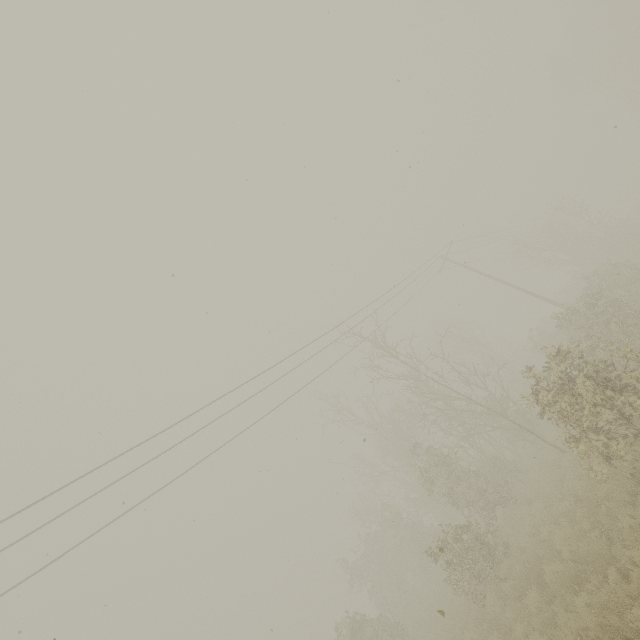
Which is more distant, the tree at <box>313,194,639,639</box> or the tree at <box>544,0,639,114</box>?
the tree at <box>544,0,639,114</box>

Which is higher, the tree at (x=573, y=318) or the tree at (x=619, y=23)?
the tree at (x=619, y=23)

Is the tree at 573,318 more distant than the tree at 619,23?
No

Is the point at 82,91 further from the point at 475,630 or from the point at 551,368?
the point at 475,630

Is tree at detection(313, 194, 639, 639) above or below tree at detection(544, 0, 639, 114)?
below
